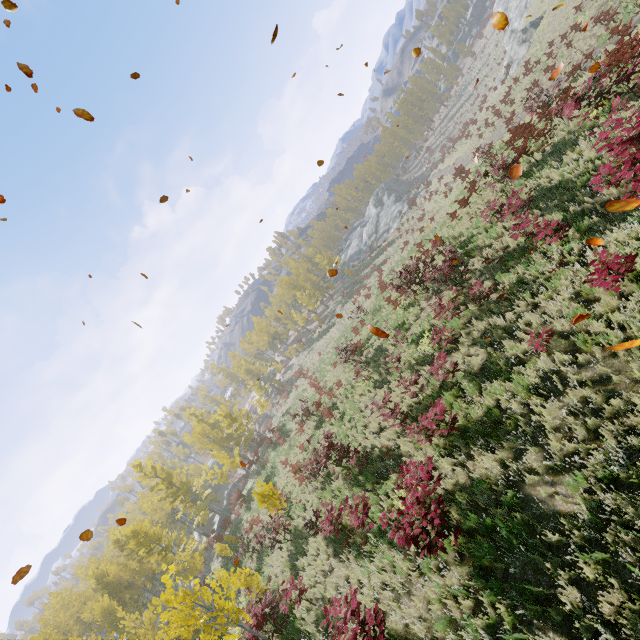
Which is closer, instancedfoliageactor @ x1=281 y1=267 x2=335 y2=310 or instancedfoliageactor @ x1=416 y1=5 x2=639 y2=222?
instancedfoliageactor @ x1=416 y1=5 x2=639 y2=222

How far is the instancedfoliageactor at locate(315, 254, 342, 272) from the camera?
52.1m

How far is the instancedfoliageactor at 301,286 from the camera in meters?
50.5

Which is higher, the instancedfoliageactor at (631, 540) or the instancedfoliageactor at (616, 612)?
the instancedfoliageactor at (631, 540)

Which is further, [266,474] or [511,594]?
[266,474]

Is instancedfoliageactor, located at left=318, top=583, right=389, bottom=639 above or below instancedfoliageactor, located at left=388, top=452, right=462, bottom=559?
below
